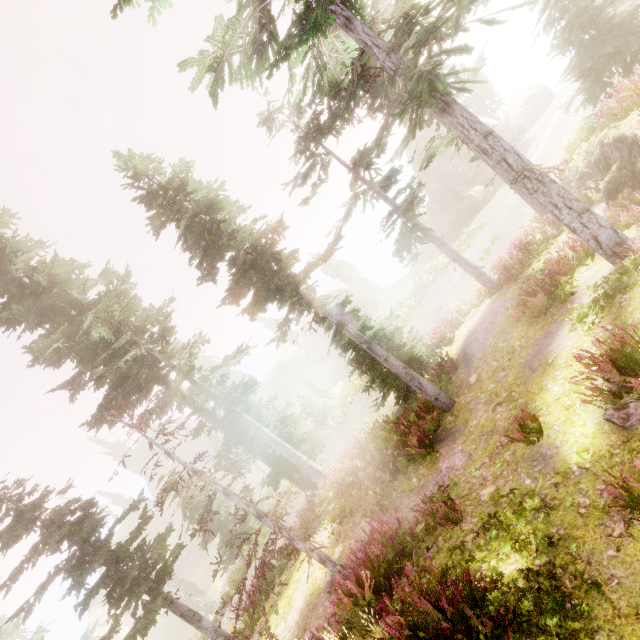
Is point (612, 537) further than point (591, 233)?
No

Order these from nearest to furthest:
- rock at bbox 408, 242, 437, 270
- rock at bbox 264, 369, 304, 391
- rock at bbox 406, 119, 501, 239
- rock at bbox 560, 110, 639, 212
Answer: rock at bbox 560, 110, 639, 212 → rock at bbox 406, 119, 501, 239 → rock at bbox 408, 242, 437, 270 → rock at bbox 264, 369, 304, 391

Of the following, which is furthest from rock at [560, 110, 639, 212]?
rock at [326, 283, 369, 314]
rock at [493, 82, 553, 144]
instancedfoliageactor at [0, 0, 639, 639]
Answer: rock at [326, 283, 369, 314]

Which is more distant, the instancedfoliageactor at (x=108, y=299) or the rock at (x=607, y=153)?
the rock at (x=607, y=153)

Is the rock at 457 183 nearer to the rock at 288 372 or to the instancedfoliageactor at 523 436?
the instancedfoliageactor at 523 436

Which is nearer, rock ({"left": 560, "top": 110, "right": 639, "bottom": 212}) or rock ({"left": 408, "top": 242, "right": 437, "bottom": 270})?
rock ({"left": 560, "top": 110, "right": 639, "bottom": 212})

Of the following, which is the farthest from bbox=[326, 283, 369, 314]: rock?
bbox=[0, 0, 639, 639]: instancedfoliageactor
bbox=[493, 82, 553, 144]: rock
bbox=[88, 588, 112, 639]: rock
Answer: bbox=[493, 82, 553, 144]: rock

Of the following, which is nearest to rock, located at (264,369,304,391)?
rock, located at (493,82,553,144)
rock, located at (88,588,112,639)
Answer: rock, located at (88,588,112,639)
